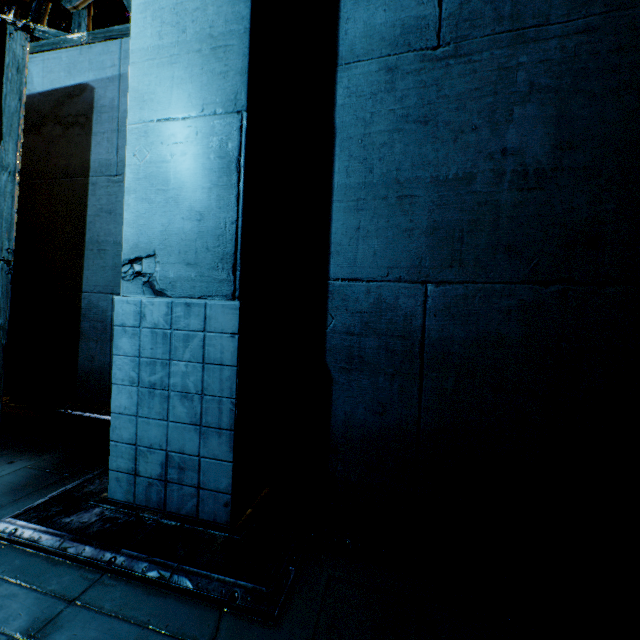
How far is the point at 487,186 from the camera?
2.55m
